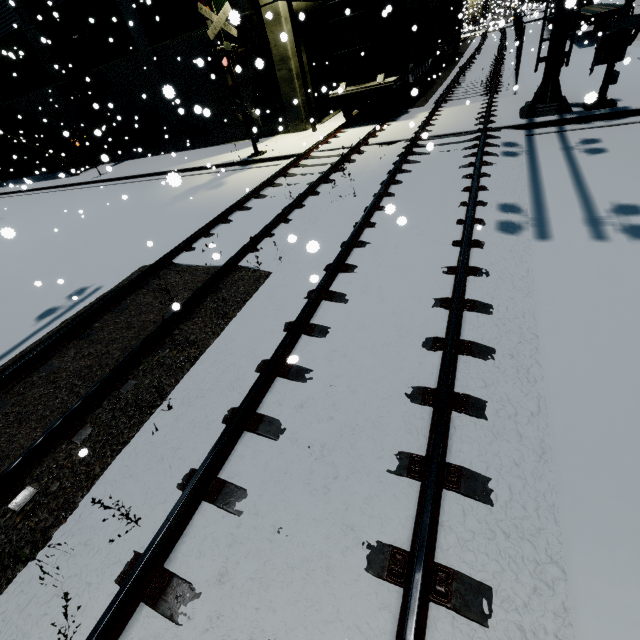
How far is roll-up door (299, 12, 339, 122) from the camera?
16.21m

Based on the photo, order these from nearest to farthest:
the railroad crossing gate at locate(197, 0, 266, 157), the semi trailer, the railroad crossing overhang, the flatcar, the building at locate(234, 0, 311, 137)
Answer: the railroad crossing overhang → the railroad crossing gate at locate(197, 0, 266, 157) → the flatcar → the building at locate(234, 0, 311, 137) → the semi trailer

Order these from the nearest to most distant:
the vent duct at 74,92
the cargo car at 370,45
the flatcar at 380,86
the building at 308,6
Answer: the cargo car at 370,45 < the flatcar at 380,86 < the building at 308,6 < the vent duct at 74,92

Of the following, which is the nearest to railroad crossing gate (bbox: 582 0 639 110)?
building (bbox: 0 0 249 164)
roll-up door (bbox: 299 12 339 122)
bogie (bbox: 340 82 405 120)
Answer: building (bbox: 0 0 249 164)

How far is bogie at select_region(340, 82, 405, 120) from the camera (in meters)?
13.91

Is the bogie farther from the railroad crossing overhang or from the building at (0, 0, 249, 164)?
the railroad crossing overhang

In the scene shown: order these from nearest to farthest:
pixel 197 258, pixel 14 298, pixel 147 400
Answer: pixel 147 400 → pixel 197 258 → pixel 14 298

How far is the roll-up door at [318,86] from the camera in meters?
16.2
